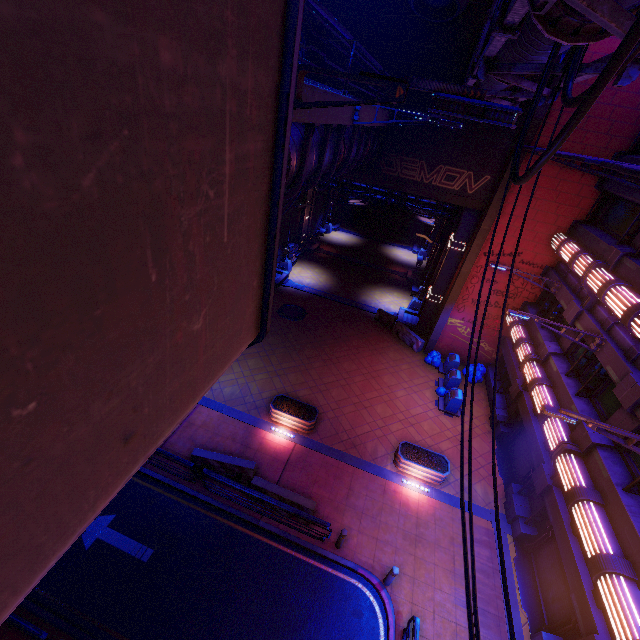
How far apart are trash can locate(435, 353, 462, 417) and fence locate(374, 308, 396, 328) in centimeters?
524cm

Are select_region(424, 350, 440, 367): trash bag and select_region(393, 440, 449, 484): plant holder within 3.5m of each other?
no

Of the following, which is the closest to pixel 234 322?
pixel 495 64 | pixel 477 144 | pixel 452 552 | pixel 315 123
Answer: pixel 315 123

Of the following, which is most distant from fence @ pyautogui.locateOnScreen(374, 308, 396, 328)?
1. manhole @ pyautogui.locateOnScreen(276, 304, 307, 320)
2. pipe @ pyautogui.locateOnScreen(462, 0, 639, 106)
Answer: pipe @ pyautogui.locateOnScreen(462, 0, 639, 106)

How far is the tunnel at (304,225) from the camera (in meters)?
31.04

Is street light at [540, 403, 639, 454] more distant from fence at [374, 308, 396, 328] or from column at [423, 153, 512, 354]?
fence at [374, 308, 396, 328]

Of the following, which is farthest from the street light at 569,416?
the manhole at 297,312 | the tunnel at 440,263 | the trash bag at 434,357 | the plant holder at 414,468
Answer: the manhole at 297,312

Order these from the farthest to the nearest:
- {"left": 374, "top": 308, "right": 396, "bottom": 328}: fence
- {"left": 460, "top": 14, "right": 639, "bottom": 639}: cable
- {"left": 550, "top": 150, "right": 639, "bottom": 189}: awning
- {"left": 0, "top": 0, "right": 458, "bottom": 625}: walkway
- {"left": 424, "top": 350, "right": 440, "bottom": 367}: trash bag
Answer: {"left": 374, "top": 308, "right": 396, "bottom": 328}: fence < {"left": 424, "top": 350, "right": 440, "bottom": 367}: trash bag < {"left": 550, "top": 150, "right": 639, "bottom": 189}: awning < {"left": 460, "top": 14, "right": 639, "bottom": 639}: cable < {"left": 0, "top": 0, "right": 458, "bottom": 625}: walkway
